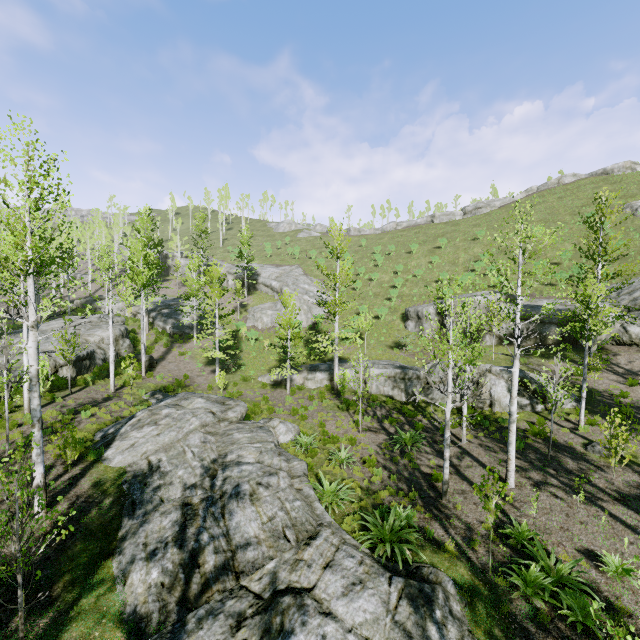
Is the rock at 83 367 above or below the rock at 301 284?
below

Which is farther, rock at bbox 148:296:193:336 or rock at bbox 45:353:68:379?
rock at bbox 148:296:193:336

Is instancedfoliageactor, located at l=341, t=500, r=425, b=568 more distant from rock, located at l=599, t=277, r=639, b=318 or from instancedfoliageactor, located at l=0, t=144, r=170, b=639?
rock, located at l=599, t=277, r=639, b=318

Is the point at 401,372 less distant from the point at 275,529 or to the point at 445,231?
the point at 275,529

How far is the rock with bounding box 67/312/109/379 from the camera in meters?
20.4

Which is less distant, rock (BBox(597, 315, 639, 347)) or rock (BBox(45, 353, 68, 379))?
rock (BBox(45, 353, 68, 379))

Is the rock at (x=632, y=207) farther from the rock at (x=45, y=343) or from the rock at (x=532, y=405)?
the rock at (x=45, y=343)

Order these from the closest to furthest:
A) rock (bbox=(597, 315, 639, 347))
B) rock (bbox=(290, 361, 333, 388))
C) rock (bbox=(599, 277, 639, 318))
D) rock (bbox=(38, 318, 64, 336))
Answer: rock (bbox=(597, 315, 639, 347)) < rock (bbox=(599, 277, 639, 318)) < rock (bbox=(38, 318, 64, 336)) < rock (bbox=(290, 361, 333, 388))
